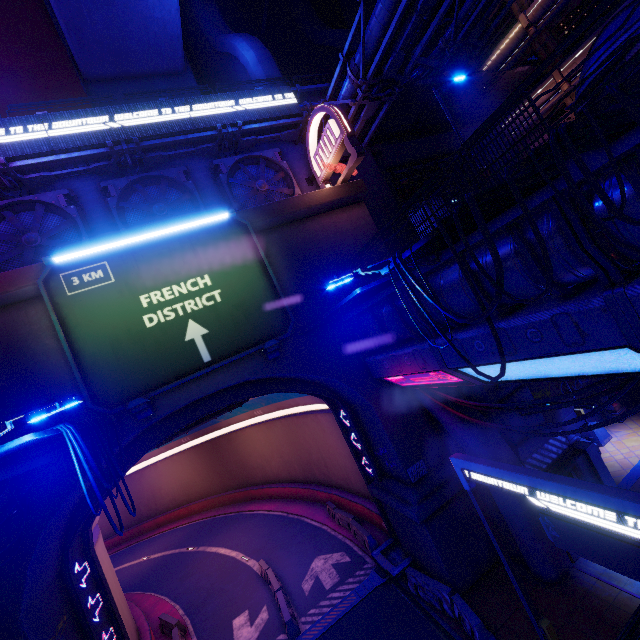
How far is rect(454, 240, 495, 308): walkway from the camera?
7.7m

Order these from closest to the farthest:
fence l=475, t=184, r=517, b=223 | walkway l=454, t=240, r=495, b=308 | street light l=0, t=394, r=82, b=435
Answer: fence l=475, t=184, r=517, b=223
street light l=0, t=394, r=82, b=435
walkway l=454, t=240, r=495, b=308

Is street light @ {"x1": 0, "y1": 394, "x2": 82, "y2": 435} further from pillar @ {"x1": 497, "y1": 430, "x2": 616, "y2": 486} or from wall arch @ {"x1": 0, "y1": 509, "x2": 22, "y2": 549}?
pillar @ {"x1": 497, "y1": 430, "x2": 616, "y2": 486}

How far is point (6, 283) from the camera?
10.9m

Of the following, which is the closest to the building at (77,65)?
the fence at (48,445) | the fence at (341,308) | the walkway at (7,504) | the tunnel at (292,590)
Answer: the walkway at (7,504)

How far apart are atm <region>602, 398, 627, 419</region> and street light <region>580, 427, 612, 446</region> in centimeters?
131cm

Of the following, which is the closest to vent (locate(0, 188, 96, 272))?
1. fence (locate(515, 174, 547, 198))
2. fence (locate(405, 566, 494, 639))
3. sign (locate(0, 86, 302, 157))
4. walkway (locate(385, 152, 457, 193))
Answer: sign (locate(0, 86, 302, 157))

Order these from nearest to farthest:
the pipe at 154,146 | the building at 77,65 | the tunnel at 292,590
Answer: the pipe at 154,146 < the tunnel at 292,590 < the building at 77,65
